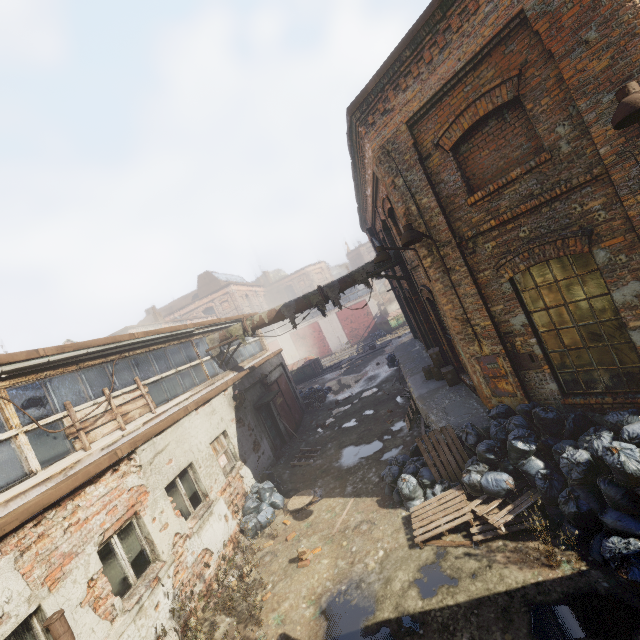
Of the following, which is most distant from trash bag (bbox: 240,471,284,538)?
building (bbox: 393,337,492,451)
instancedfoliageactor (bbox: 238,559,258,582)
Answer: building (bbox: 393,337,492,451)

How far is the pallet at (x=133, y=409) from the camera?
6.3m

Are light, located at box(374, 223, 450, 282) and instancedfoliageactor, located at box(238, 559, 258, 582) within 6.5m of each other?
no

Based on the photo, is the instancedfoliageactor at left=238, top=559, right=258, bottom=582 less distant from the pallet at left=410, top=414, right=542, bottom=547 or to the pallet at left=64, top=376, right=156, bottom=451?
the pallet at left=410, top=414, right=542, bottom=547

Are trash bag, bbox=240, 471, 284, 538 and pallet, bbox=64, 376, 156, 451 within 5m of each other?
yes

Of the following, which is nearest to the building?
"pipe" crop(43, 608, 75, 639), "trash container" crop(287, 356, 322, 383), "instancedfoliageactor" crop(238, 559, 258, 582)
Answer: "instancedfoliageactor" crop(238, 559, 258, 582)

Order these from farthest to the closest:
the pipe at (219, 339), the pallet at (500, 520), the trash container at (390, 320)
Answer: the trash container at (390, 320), the pipe at (219, 339), the pallet at (500, 520)

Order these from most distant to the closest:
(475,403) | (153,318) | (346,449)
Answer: (153,318) → (346,449) → (475,403)
